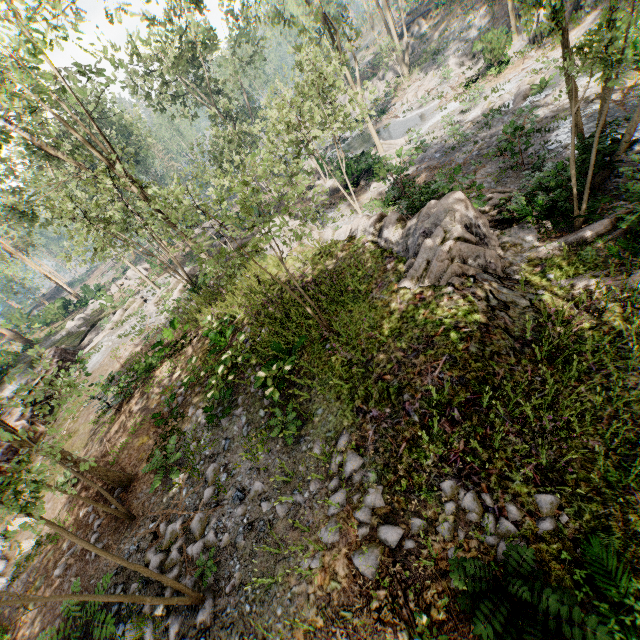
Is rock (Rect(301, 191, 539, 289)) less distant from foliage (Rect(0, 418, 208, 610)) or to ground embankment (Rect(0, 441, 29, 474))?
foliage (Rect(0, 418, 208, 610))

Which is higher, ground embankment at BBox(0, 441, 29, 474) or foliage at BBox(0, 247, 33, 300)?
foliage at BBox(0, 247, 33, 300)

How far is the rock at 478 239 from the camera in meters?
8.5 m

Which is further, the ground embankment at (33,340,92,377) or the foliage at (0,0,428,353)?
the ground embankment at (33,340,92,377)

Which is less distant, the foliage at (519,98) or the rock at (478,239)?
the rock at (478,239)

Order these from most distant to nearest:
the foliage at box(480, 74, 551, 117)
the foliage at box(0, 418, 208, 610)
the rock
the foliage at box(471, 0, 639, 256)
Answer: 1. the foliage at box(480, 74, 551, 117)
2. the rock
3. the foliage at box(471, 0, 639, 256)
4. the foliage at box(0, 418, 208, 610)

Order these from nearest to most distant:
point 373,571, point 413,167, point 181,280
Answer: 1. point 373,571
2. point 413,167
3. point 181,280

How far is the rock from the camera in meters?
8.5 m
